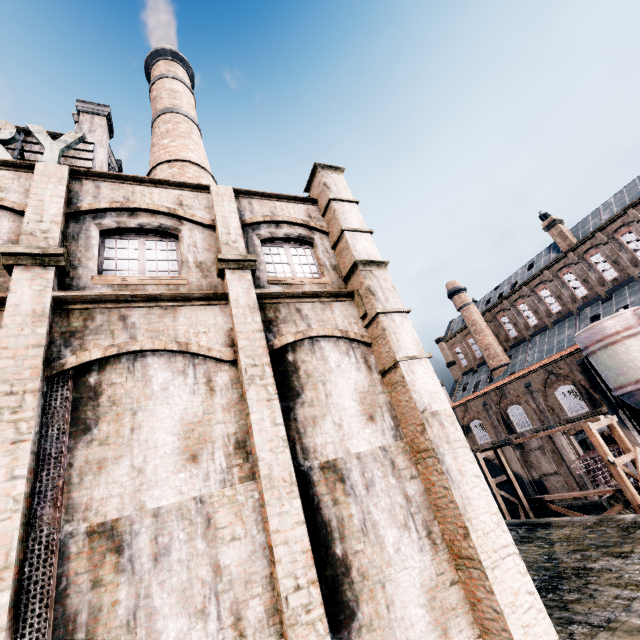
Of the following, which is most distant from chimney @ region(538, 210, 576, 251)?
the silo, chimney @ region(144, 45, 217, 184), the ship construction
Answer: chimney @ region(144, 45, 217, 184)

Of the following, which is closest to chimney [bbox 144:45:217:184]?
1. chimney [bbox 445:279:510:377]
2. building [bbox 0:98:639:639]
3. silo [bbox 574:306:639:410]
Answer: building [bbox 0:98:639:639]

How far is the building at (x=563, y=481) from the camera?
30.7 meters

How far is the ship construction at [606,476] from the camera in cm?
2698

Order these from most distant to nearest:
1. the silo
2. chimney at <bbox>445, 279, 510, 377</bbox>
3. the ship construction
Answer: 1. chimney at <bbox>445, 279, 510, 377</bbox>
2. the ship construction
3. the silo

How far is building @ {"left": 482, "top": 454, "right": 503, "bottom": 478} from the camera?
38.03m

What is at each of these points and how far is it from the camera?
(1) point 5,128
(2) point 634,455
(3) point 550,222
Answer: (1) sign, 9.20m
(2) wooden scaffolding, 17.22m
(3) chimney, 36.75m

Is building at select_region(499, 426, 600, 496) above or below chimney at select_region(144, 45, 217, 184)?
below
